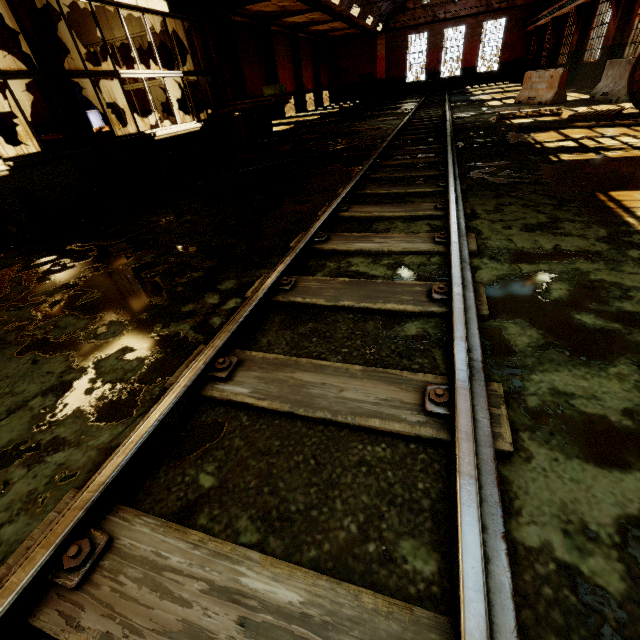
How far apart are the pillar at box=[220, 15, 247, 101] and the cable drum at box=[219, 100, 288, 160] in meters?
10.9

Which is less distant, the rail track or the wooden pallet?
the rail track

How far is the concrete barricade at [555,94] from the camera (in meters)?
11.10

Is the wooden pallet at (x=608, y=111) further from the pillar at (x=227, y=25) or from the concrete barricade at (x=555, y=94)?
the pillar at (x=227, y=25)

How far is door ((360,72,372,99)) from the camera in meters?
32.4 m

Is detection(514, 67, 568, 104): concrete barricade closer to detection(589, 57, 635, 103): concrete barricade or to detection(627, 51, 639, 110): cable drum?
detection(589, 57, 635, 103): concrete barricade

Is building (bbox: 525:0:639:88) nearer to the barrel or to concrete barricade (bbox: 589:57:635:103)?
concrete barricade (bbox: 589:57:635:103)

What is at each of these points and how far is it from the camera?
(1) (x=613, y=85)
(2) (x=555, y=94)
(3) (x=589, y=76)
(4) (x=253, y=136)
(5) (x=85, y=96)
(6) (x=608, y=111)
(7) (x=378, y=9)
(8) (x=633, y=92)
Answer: (1) concrete barricade, 10.35m
(2) concrete barricade, 11.25m
(3) building, 15.88m
(4) cable drum, 8.98m
(5) barrel, 7.88m
(6) wooden pallet, 8.00m
(7) building, 24.59m
(8) cable drum, 7.45m
